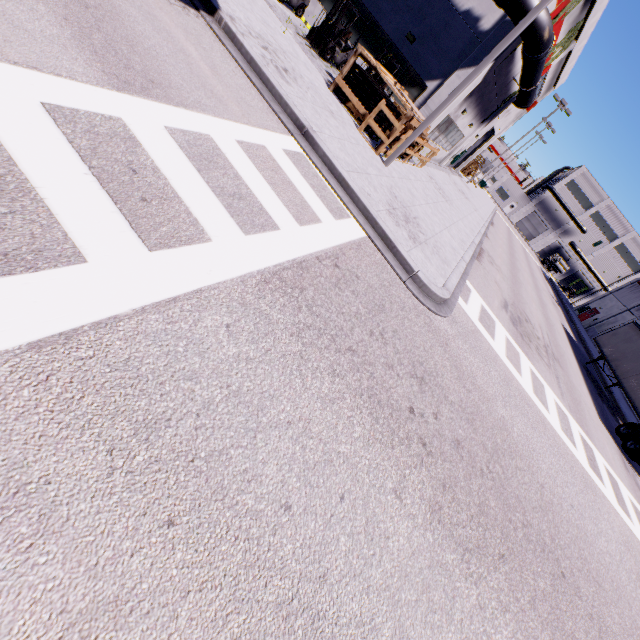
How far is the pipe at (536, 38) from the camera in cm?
1265

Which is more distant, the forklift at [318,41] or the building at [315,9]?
the building at [315,9]

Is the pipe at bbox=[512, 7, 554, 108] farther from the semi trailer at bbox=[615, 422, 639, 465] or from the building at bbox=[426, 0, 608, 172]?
the semi trailer at bbox=[615, 422, 639, 465]

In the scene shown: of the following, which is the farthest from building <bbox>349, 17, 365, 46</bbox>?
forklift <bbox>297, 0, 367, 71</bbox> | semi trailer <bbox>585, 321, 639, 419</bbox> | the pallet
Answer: the pallet

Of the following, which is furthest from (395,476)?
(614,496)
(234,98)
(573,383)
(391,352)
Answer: (573,383)

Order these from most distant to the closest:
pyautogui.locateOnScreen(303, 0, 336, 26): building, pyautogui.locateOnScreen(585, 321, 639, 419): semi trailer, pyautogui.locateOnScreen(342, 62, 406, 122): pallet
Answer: pyautogui.locateOnScreen(585, 321, 639, 419): semi trailer < pyautogui.locateOnScreen(303, 0, 336, 26): building < pyautogui.locateOnScreen(342, 62, 406, 122): pallet

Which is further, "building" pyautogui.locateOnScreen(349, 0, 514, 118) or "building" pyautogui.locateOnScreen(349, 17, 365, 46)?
"building" pyautogui.locateOnScreen(349, 17, 365, 46)

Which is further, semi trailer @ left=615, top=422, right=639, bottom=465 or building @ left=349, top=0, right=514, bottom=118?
semi trailer @ left=615, top=422, right=639, bottom=465
